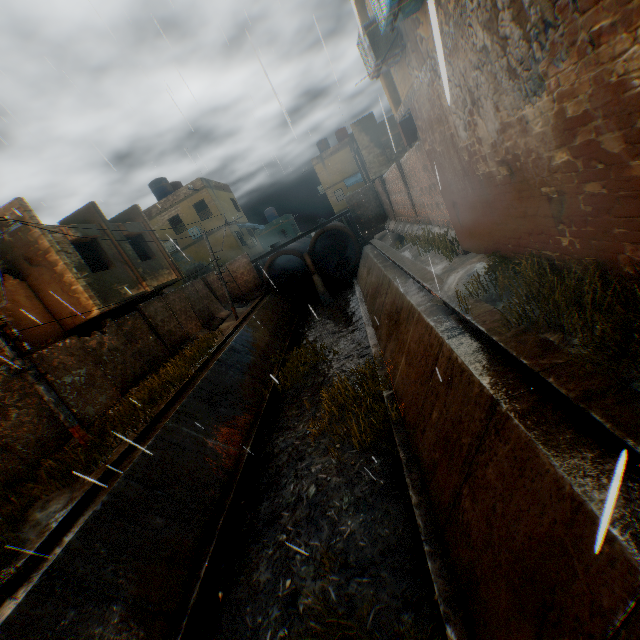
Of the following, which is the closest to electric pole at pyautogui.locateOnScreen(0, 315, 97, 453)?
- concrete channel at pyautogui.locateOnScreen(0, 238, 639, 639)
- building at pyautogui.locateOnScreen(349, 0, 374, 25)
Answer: concrete channel at pyautogui.locateOnScreen(0, 238, 639, 639)

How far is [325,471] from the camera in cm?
816

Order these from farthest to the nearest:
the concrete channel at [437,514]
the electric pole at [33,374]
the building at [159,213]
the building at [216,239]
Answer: the building at [216,239] < the building at [159,213] < the electric pole at [33,374] < the concrete channel at [437,514]

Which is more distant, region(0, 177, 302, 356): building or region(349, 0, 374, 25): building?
region(0, 177, 302, 356): building

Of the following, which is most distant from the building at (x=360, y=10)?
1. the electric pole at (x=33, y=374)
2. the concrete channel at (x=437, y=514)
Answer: the electric pole at (x=33, y=374)

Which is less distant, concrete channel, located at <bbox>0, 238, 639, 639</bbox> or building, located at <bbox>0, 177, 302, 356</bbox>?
concrete channel, located at <bbox>0, 238, 639, 639</bbox>
